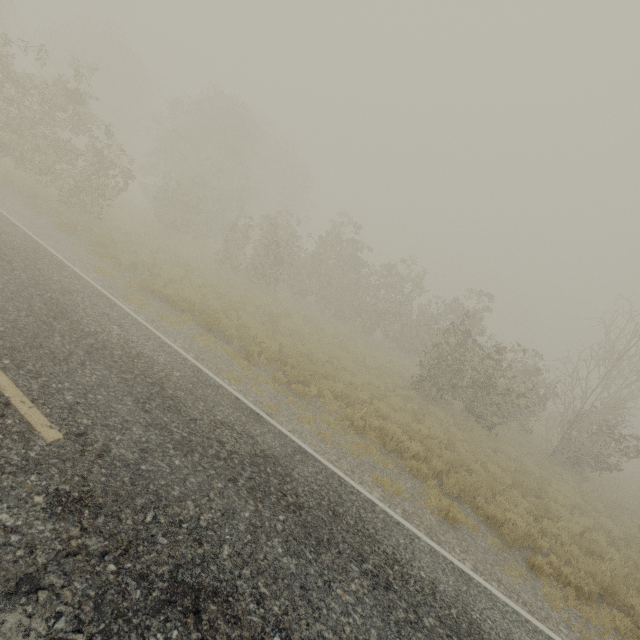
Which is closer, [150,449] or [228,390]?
[150,449]
